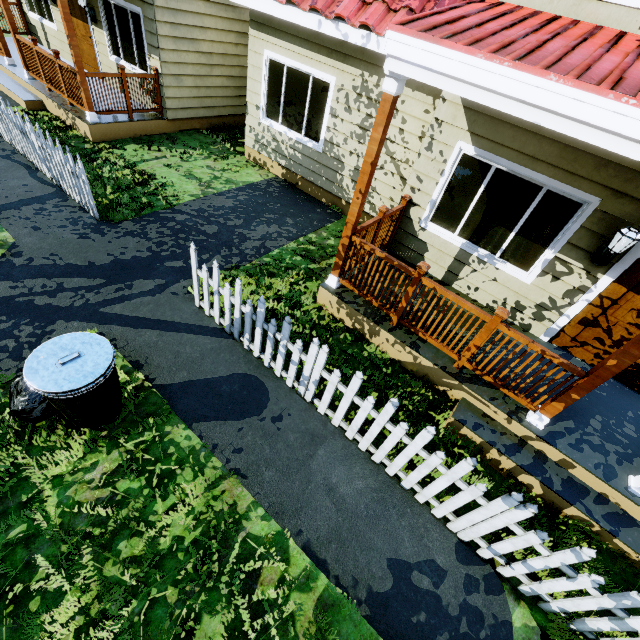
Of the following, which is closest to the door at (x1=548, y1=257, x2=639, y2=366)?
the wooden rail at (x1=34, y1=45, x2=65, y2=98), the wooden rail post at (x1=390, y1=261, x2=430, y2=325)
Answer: the wooden rail post at (x1=390, y1=261, x2=430, y2=325)

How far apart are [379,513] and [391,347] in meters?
2.2 m

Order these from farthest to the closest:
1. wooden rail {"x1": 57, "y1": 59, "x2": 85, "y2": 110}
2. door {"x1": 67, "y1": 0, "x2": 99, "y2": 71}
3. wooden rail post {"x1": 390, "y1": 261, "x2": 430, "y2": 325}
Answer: door {"x1": 67, "y1": 0, "x2": 99, "y2": 71}
wooden rail {"x1": 57, "y1": 59, "x2": 85, "y2": 110}
wooden rail post {"x1": 390, "y1": 261, "x2": 430, "y2": 325}

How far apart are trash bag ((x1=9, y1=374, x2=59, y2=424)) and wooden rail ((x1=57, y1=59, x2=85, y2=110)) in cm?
727

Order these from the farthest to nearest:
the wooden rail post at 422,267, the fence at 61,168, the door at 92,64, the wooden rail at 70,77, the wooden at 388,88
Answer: the door at 92,64 < the wooden rail at 70,77 < the fence at 61,168 < the wooden rail post at 422,267 < the wooden at 388,88

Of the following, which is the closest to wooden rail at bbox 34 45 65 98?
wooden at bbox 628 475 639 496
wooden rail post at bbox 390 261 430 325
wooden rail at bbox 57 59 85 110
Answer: wooden rail at bbox 57 59 85 110

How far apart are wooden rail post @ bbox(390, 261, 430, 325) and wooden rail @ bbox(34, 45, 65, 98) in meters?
9.6

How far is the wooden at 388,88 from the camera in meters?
3.3
